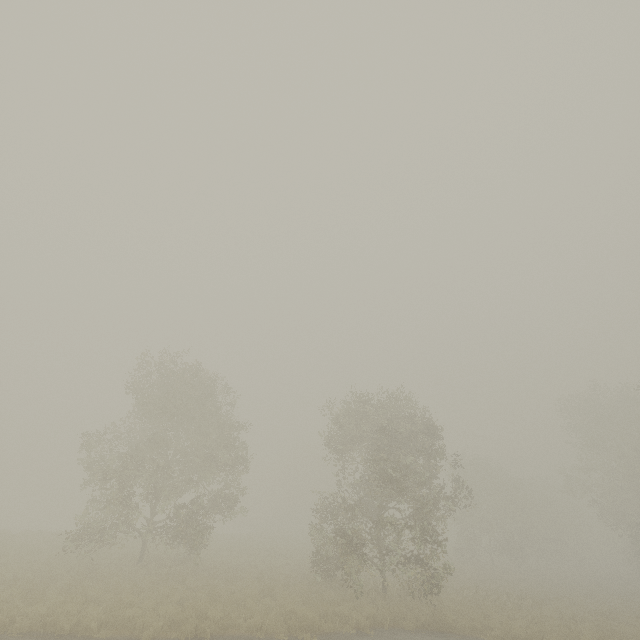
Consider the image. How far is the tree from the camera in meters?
17.3 m

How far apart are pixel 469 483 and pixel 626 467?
16.5 meters

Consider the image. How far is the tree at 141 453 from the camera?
17.33m
